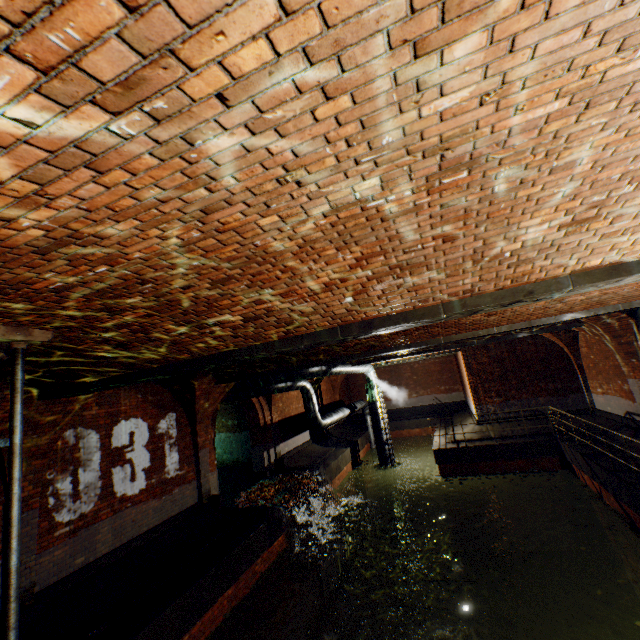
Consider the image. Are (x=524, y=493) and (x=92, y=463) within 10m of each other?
no

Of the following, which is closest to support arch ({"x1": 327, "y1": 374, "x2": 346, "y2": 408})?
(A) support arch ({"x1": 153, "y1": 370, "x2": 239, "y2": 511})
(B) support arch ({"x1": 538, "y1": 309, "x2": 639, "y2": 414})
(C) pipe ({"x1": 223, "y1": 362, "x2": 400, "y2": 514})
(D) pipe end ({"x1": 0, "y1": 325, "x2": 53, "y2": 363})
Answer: (C) pipe ({"x1": 223, "y1": 362, "x2": 400, "y2": 514})

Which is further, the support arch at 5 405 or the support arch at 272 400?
the support arch at 272 400

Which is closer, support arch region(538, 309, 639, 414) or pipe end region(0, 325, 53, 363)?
pipe end region(0, 325, 53, 363)

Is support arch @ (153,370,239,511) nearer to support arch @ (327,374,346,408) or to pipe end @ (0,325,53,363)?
pipe end @ (0,325,53,363)

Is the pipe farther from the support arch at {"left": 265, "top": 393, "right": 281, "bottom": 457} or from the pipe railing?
the pipe railing

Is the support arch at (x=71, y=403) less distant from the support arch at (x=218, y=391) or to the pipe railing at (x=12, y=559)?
the support arch at (x=218, y=391)

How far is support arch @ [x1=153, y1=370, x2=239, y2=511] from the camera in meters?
9.8
